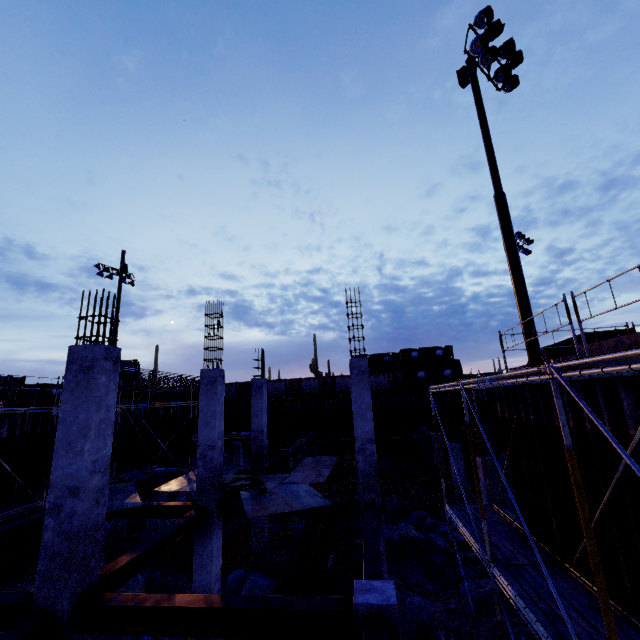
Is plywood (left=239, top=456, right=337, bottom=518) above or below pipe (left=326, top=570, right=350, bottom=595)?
above

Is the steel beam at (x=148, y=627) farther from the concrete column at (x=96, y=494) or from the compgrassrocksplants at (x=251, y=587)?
the compgrassrocksplants at (x=251, y=587)

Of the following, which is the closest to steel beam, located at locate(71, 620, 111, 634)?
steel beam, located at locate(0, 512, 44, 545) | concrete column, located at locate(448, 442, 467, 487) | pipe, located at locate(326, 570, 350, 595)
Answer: pipe, located at locate(326, 570, 350, 595)

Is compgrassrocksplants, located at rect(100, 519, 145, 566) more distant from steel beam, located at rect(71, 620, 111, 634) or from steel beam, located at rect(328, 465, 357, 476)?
steel beam, located at rect(71, 620, 111, 634)

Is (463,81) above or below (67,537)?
above

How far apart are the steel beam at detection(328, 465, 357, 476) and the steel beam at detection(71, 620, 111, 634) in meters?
9.7 m

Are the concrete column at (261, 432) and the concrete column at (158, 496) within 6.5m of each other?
yes

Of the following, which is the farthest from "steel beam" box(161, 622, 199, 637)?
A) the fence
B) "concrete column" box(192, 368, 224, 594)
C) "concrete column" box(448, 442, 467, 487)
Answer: the fence
